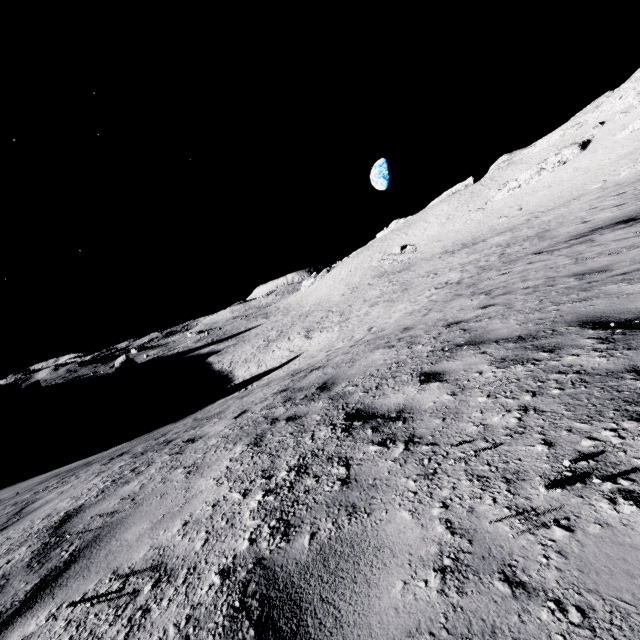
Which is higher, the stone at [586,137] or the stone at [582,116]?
the stone at [582,116]

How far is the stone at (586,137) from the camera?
44.9 meters

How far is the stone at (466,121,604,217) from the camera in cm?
4494

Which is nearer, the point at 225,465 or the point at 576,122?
the point at 225,465

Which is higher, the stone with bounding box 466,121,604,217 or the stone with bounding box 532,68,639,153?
the stone with bounding box 532,68,639,153
